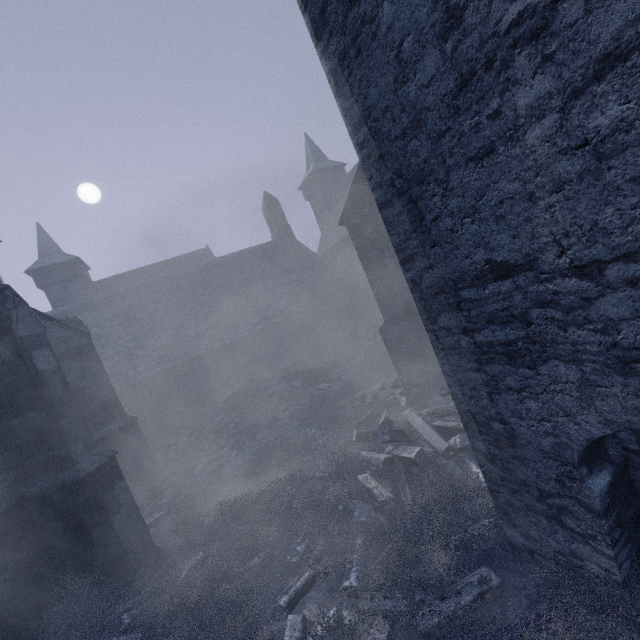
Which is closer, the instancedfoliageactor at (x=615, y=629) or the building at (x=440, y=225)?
the building at (x=440, y=225)

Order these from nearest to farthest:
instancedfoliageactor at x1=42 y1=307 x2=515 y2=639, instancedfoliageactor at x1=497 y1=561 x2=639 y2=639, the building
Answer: the building
instancedfoliageactor at x1=497 y1=561 x2=639 y2=639
instancedfoliageactor at x1=42 y1=307 x2=515 y2=639

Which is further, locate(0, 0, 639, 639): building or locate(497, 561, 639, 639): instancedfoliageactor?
locate(497, 561, 639, 639): instancedfoliageactor

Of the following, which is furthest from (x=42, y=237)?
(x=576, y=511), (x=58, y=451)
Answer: (x=576, y=511)

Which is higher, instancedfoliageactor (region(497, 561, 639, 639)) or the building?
the building
